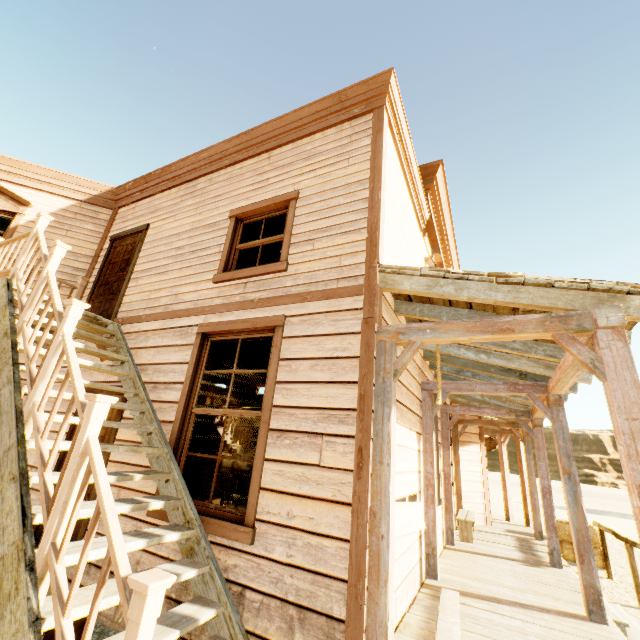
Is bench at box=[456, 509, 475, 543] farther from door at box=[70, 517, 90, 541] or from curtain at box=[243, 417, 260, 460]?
door at box=[70, 517, 90, 541]

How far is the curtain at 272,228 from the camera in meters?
4.9

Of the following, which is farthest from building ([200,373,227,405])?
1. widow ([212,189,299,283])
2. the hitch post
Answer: the hitch post

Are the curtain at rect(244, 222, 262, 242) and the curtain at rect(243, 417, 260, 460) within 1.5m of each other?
no

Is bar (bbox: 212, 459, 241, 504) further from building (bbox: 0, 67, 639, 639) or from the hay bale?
the hay bale

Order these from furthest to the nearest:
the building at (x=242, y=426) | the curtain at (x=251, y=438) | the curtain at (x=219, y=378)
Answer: the building at (x=242, y=426) < the curtain at (x=219, y=378) < the curtain at (x=251, y=438)

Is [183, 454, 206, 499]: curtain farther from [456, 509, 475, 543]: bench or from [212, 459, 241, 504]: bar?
[456, 509, 475, 543]: bench

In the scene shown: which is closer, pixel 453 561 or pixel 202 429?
pixel 202 429
